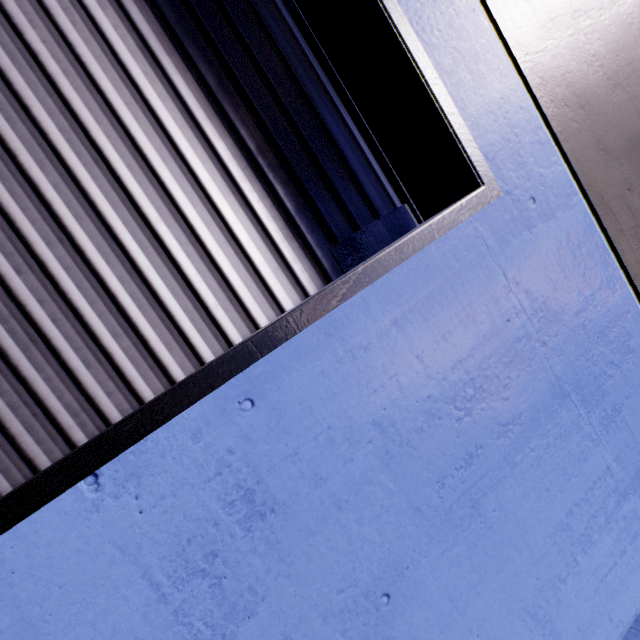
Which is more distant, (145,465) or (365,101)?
(365,101)

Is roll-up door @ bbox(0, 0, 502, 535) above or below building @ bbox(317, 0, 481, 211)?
below

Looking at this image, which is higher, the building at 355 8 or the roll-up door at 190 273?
the building at 355 8
